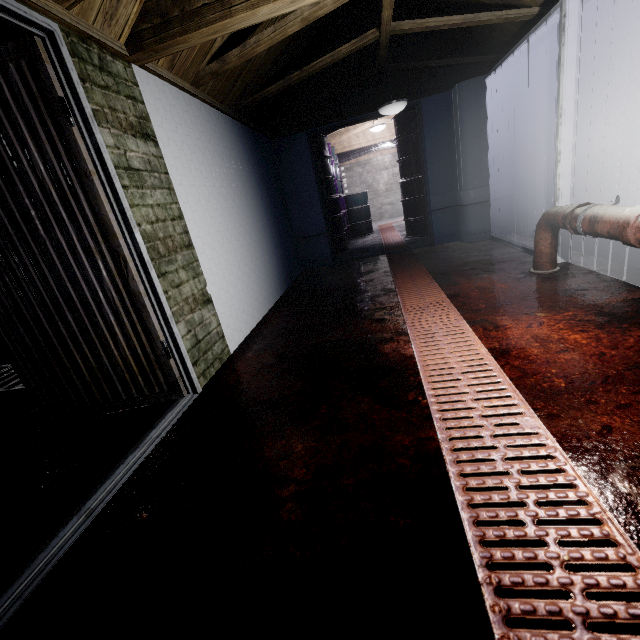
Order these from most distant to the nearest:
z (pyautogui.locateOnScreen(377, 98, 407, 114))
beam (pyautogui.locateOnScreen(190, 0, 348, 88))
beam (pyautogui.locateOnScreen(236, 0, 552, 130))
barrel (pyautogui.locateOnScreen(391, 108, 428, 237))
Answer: barrel (pyautogui.locateOnScreen(391, 108, 428, 237)) < z (pyautogui.locateOnScreen(377, 98, 407, 114)) < beam (pyautogui.locateOnScreen(236, 0, 552, 130)) < beam (pyautogui.locateOnScreen(190, 0, 348, 88))

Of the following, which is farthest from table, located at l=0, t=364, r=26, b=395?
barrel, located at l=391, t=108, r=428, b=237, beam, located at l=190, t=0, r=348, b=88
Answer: barrel, located at l=391, t=108, r=428, b=237

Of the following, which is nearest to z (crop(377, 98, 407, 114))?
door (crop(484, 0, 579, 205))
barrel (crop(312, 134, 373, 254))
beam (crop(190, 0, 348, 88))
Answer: beam (crop(190, 0, 348, 88))

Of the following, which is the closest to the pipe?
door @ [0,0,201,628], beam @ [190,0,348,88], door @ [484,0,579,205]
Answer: door @ [484,0,579,205]

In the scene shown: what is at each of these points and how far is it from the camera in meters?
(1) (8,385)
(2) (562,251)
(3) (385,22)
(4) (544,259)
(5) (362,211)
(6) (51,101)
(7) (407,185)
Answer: (1) table, 2.5 m
(2) door, 2.9 m
(3) beam, 2.8 m
(4) pipe, 2.8 m
(5) barrel, 7.8 m
(6) door, 1.5 m
(7) barrel, 5.8 m

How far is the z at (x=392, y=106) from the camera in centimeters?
347cm

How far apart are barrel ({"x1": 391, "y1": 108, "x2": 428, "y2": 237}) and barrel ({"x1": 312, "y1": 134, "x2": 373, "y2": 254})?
1.3m

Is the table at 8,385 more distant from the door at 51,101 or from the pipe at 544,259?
the pipe at 544,259
